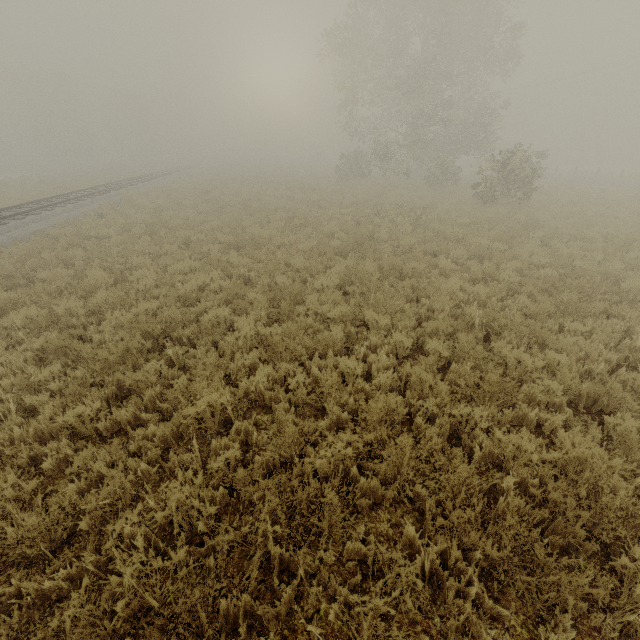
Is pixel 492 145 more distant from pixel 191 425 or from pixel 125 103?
pixel 191 425
